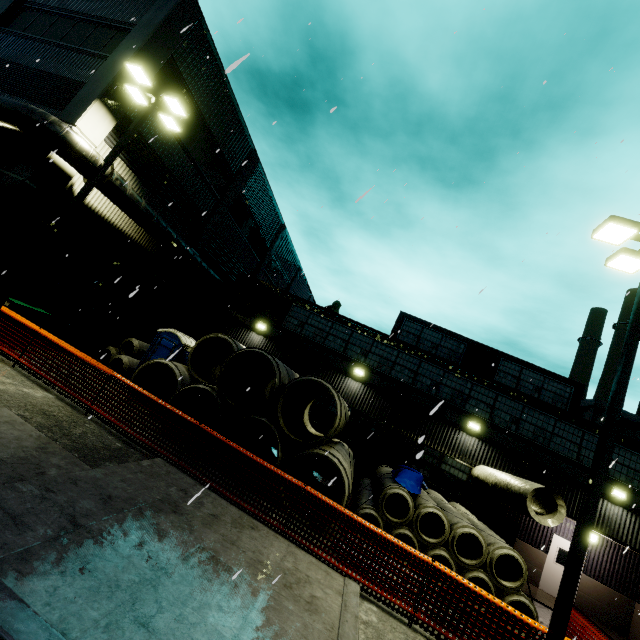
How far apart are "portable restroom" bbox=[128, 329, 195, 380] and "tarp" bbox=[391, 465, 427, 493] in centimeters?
1013cm

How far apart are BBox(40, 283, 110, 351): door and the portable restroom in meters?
3.0

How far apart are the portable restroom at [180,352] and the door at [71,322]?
3.0 meters

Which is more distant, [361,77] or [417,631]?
[361,77]

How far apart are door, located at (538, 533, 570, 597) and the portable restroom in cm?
1908

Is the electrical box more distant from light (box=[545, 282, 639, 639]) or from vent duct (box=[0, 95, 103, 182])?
light (box=[545, 282, 639, 639])

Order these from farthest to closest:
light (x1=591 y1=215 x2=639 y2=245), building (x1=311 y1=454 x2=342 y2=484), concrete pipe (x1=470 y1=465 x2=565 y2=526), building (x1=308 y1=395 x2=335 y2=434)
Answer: building (x1=308 y1=395 x2=335 y2=434) → building (x1=311 y1=454 x2=342 y2=484) → concrete pipe (x1=470 y1=465 x2=565 y2=526) → light (x1=591 y1=215 x2=639 y2=245)

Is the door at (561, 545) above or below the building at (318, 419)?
below
